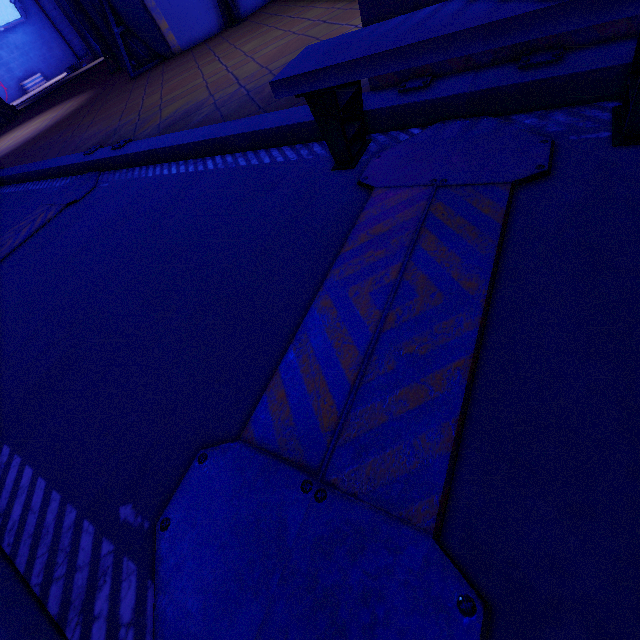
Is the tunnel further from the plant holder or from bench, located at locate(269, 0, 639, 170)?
bench, located at locate(269, 0, 639, 170)

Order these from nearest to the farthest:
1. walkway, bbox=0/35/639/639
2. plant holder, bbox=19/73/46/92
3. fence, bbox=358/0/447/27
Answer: walkway, bbox=0/35/639/639
fence, bbox=358/0/447/27
plant holder, bbox=19/73/46/92

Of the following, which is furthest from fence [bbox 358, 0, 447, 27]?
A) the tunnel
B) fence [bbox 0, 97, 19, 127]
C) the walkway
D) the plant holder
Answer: the plant holder

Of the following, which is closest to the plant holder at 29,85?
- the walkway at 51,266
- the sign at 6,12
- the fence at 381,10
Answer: the sign at 6,12

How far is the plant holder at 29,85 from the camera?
31.1 meters

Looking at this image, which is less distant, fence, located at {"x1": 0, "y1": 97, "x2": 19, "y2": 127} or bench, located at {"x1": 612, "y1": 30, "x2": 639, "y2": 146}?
bench, located at {"x1": 612, "y1": 30, "x2": 639, "y2": 146}

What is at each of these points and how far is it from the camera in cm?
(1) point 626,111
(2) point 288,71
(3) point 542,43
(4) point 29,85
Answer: (1) bench, 169
(2) bench, 199
(3) fence, 208
(4) plant holder, 3120

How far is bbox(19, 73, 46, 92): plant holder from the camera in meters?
31.1
